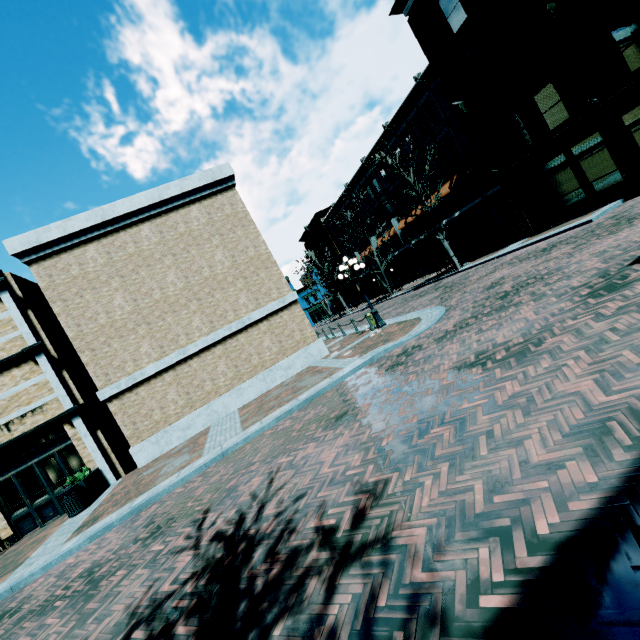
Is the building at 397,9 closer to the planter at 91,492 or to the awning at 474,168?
the awning at 474,168

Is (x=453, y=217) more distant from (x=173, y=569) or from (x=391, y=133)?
(x=173, y=569)

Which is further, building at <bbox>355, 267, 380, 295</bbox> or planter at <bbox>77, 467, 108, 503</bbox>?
building at <bbox>355, 267, 380, 295</bbox>

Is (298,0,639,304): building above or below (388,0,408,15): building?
below

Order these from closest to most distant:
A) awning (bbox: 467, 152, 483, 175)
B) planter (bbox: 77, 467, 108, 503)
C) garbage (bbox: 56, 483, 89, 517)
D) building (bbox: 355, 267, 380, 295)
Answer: garbage (bbox: 56, 483, 89, 517) → planter (bbox: 77, 467, 108, 503) → awning (bbox: 467, 152, 483, 175) → building (bbox: 355, 267, 380, 295)

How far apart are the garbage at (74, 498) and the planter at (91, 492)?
0.05m

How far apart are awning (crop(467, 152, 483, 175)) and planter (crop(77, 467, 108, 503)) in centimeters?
2723cm

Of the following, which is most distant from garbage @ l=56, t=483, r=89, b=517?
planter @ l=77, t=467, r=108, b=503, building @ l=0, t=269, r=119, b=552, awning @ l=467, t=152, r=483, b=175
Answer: awning @ l=467, t=152, r=483, b=175
